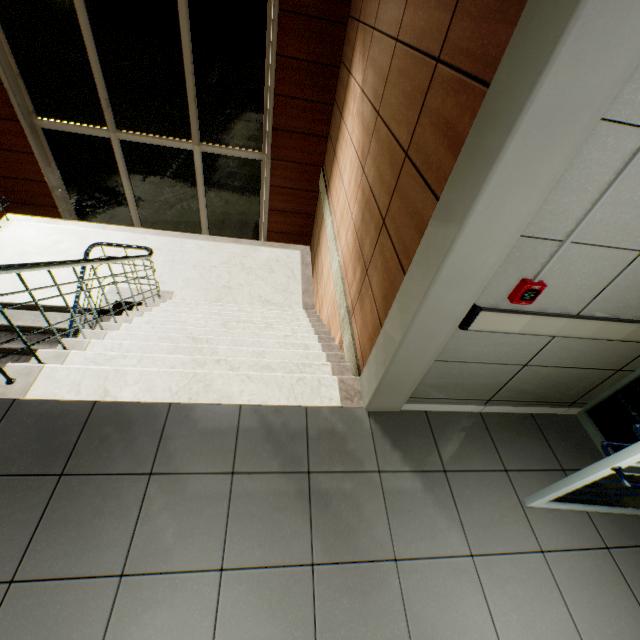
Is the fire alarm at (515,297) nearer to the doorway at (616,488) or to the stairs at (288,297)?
the doorway at (616,488)

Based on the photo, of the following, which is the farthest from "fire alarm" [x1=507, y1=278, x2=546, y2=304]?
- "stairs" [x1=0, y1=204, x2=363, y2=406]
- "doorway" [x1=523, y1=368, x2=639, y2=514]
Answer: "stairs" [x1=0, y1=204, x2=363, y2=406]

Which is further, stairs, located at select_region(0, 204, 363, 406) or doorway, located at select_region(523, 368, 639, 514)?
stairs, located at select_region(0, 204, 363, 406)

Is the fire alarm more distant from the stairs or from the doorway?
the stairs

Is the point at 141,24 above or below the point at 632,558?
above
